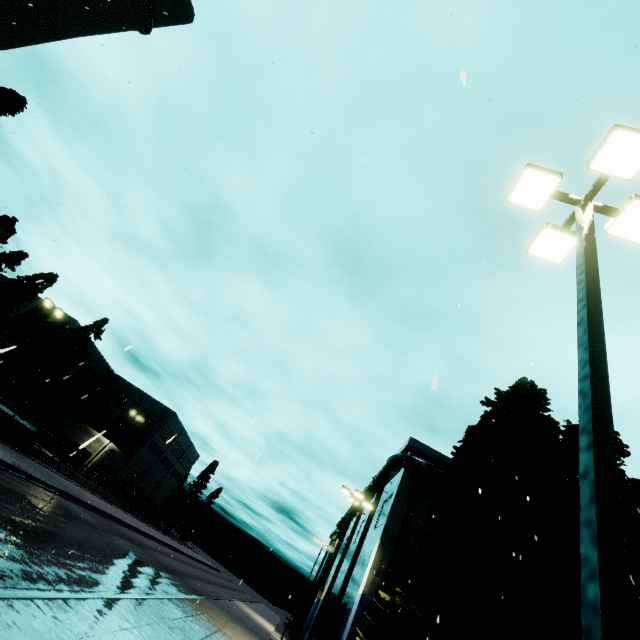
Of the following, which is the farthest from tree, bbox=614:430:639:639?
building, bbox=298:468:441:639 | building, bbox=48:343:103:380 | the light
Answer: building, bbox=48:343:103:380

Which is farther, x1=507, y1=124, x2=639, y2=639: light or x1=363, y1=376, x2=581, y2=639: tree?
x1=363, y1=376, x2=581, y2=639: tree

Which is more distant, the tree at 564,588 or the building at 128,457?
the building at 128,457

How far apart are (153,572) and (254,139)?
25.34m

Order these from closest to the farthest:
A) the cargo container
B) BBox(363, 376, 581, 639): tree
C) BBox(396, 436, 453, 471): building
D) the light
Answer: the light
BBox(363, 376, 581, 639): tree
the cargo container
BBox(396, 436, 453, 471): building

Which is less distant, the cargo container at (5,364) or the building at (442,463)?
the cargo container at (5,364)

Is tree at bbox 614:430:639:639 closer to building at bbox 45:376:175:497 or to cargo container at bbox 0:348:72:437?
cargo container at bbox 0:348:72:437

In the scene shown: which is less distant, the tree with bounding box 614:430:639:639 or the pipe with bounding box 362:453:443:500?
the tree with bounding box 614:430:639:639
